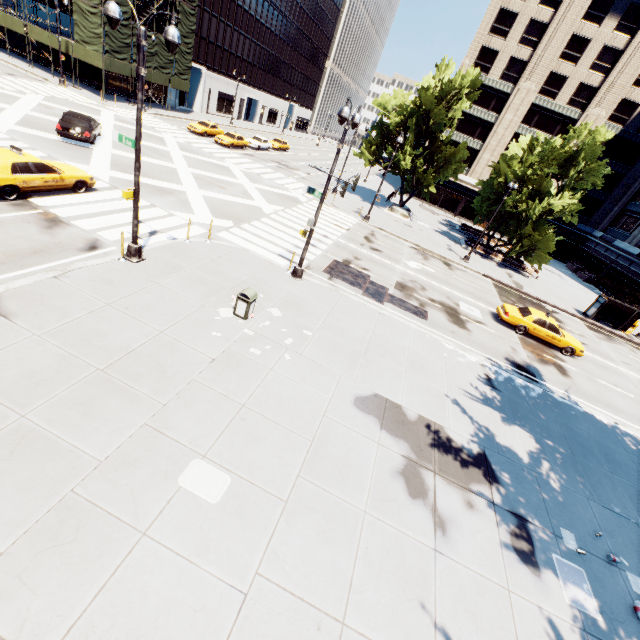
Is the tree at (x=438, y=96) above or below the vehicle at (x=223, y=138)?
above

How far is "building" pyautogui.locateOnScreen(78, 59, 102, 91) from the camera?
37.1m

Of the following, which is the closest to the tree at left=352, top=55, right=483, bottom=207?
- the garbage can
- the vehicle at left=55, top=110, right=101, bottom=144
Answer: the garbage can

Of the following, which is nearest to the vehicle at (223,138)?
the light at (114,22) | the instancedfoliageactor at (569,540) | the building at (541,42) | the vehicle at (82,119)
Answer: the vehicle at (82,119)

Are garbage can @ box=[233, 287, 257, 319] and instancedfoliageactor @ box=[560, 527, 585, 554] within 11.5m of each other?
yes

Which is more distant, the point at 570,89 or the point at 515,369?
the point at 570,89

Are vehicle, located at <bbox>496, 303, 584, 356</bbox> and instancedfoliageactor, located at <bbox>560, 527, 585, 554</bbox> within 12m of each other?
no

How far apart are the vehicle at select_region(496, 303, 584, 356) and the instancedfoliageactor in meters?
13.1 m
